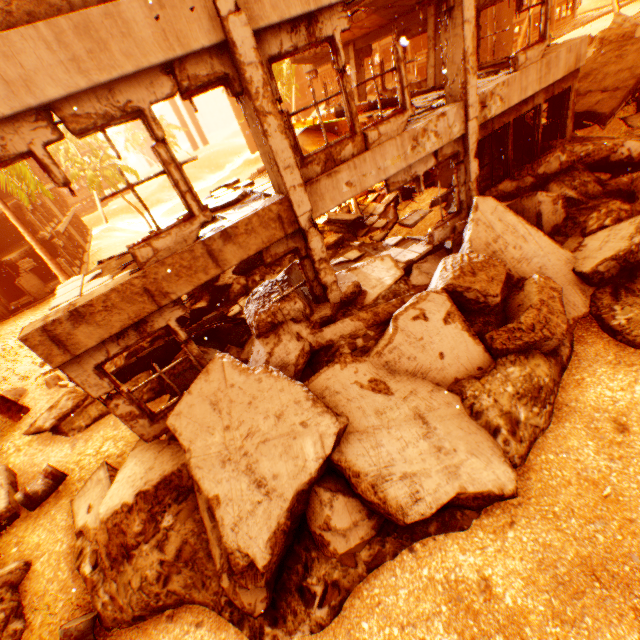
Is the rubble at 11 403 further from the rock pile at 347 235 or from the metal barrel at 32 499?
the metal barrel at 32 499

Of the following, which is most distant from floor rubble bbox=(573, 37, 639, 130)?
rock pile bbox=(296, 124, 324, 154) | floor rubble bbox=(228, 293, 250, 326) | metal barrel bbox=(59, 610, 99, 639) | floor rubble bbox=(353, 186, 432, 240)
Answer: metal barrel bbox=(59, 610, 99, 639)

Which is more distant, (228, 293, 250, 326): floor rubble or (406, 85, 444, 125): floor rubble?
(228, 293, 250, 326): floor rubble

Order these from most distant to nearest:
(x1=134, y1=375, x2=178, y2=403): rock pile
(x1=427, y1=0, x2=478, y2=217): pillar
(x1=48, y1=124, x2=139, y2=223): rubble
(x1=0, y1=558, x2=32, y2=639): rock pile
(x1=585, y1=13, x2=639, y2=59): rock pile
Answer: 1. (x1=48, y1=124, x2=139, y2=223): rubble
2. (x1=585, y1=13, x2=639, y2=59): rock pile
3. (x1=134, y1=375, x2=178, y2=403): rock pile
4. (x1=427, y1=0, x2=478, y2=217): pillar
5. (x1=0, y1=558, x2=32, y2=639): rock pile

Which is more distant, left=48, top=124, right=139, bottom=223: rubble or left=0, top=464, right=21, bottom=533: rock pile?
left=48, top=124, right=139, bottom=223: rubble

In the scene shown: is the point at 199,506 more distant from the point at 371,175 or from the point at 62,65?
the point at 371,175

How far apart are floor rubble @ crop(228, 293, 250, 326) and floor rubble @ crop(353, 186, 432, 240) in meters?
3.5 m

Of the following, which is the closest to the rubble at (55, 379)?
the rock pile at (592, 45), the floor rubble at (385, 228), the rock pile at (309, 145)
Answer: the rock pile at (592, 45)
